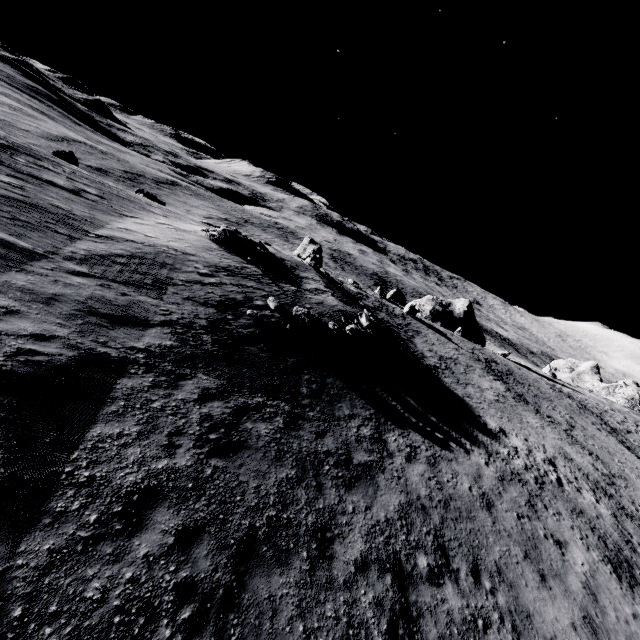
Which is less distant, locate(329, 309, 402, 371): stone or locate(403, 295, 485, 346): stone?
locate(329, 309, 402, 371): stone

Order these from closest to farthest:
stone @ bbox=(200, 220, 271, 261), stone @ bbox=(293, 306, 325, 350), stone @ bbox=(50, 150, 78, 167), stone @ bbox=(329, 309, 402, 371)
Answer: stone @ bbox=(293, 306, 325, 350), stone @ bbox=(329, 309, 402, 371), stone @ bbox=(200, 220, 271, 261), stone @ bbox=(50, 150, 78, 167)

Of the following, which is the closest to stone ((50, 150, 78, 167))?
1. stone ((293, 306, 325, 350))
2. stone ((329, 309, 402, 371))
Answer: stone ((293, 306, 325, 350))

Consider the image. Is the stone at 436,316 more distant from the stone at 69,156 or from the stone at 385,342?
the stone at 69,156

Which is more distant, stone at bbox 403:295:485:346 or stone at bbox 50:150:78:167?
stone at bbox 403:295:485:346

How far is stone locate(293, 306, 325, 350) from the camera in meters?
15.9

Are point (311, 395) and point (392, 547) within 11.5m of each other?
yes

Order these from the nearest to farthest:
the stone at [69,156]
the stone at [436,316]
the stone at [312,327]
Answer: the stone at [312,327], the stone at [69,156], the stone at [436,316]
